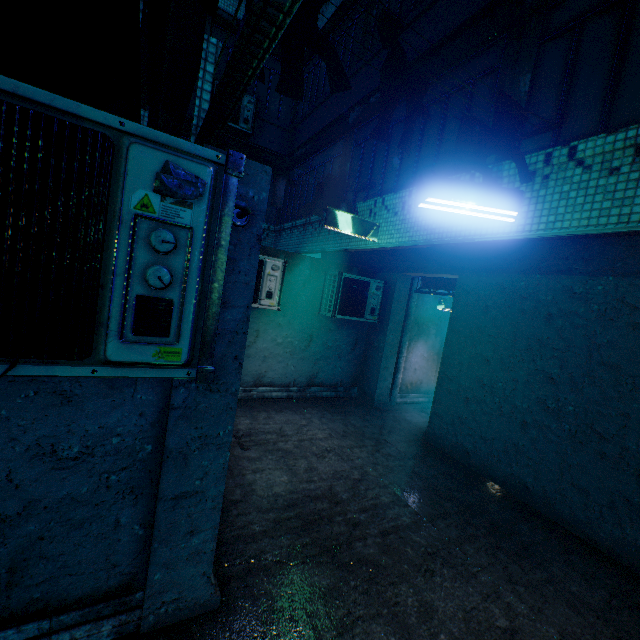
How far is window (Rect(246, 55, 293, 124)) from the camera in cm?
914

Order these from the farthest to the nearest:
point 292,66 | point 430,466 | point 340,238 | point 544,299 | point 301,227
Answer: point 301,227 < point 340,238 < point 430,466 < point 544,299 < point 292,66

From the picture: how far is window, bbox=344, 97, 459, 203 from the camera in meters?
4.6 m

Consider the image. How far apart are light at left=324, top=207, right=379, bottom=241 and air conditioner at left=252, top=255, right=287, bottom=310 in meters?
1.1 m

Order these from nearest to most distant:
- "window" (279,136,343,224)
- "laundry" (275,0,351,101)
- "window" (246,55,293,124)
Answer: "laundry" (275,0,351,101)
"window" (279,136,343,224)
"window" (246,55,293,124)

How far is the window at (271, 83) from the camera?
9.1 meters

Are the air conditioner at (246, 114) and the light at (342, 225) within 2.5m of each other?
no

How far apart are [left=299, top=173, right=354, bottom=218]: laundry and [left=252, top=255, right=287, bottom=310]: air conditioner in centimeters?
90cm
